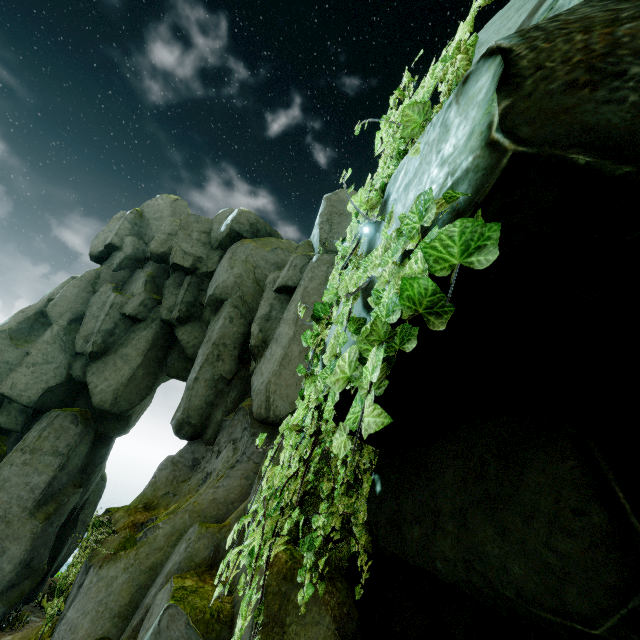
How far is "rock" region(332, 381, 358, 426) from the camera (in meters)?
2.81

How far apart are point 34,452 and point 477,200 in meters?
16.2

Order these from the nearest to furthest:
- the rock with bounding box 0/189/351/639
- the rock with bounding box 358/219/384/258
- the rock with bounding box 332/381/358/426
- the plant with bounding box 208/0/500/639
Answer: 1. the plant with bounding box 208/0/500/639
2. the rock with bounding box 358/219/384/258
3. the rock with bounding box 332/381/358/426
4. the rock with bounding box 0/189/351/639

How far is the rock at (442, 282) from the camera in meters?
1.4 m

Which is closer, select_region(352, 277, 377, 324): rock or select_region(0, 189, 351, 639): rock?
select_region(352, 277, 377, 324): rock
